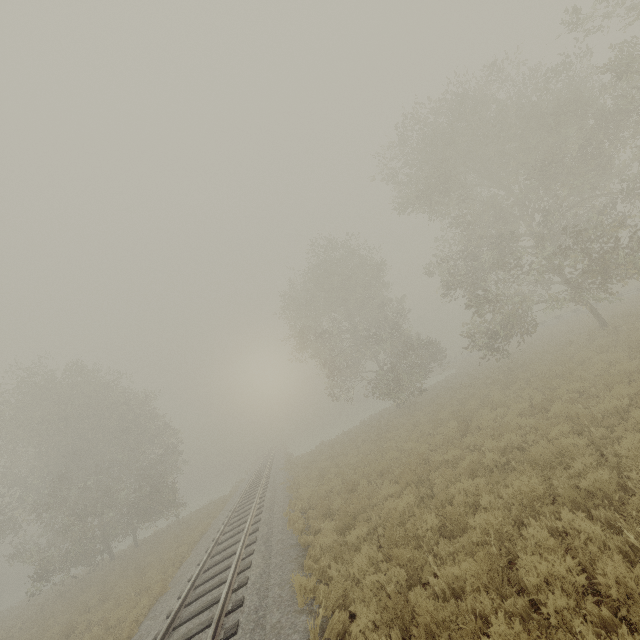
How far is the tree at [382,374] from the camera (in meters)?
25.75

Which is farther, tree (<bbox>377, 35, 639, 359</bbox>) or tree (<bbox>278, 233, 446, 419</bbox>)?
tree (<bbox>278, 233, 446, 419</bbox>)

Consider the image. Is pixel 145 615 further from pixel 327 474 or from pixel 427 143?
pixel 427 143

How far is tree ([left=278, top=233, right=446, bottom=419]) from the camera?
25.75m

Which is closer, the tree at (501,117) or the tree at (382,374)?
the tree at (501,117)
